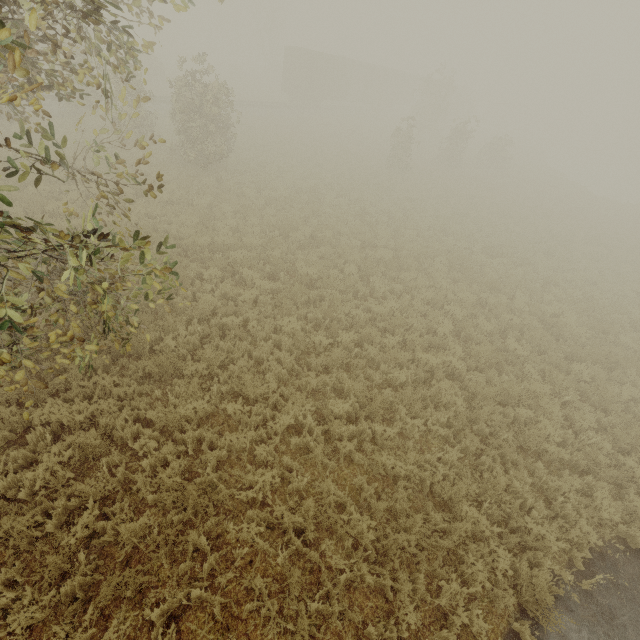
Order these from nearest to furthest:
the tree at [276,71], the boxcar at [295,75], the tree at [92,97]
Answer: the tree at [92,97] < the boxcar at [295,75] < the tree at [276,71]

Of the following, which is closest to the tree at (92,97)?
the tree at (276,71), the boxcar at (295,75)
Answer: the boxcar at (295,75)

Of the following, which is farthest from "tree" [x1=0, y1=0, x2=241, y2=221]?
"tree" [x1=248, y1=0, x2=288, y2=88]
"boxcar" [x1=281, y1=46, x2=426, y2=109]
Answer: "tree" [x1=248, y1=0, x2=288, y2=88]

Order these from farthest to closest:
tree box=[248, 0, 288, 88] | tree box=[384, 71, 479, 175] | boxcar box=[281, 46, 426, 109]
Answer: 1. tree box=[248, 0, 288, 88]
2. boxcar box=[281, 46, 426, 109]
3. tree box=[384, 71, 479, 175]

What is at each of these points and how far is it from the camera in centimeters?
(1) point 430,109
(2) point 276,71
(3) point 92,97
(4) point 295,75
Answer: (1) tree, 3319cm
(2) tree, 4678cm
(3) tree, 1827cm
(4) boxcar, 3278cm

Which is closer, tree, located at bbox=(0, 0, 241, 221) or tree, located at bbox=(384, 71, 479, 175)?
tree, located at bbox=(0, 0, 241, 221)

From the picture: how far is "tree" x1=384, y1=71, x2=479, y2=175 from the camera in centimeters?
2191cm

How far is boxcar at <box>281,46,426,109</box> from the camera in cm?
3216
